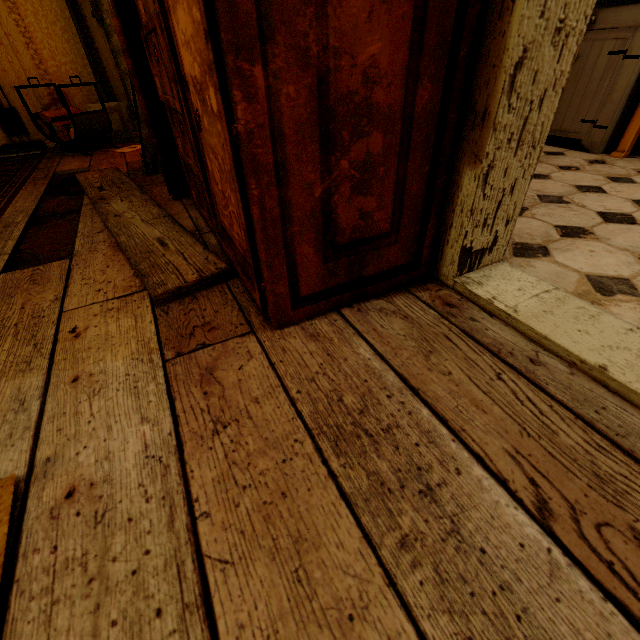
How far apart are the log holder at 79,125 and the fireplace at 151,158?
0.3 meters

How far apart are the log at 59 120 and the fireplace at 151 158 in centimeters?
24cm

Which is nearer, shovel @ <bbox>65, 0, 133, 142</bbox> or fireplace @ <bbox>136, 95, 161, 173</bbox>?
fireplace @ <bbox>136, 95, 161, 173</bbox>

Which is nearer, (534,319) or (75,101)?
(534,319)

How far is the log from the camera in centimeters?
274cm

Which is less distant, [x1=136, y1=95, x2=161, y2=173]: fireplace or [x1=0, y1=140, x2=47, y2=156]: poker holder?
[x1=136, y1=95, x2=161, y2=173]: fireplace

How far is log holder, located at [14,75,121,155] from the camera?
2.6 meters

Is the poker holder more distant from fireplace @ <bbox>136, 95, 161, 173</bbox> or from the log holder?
fireplace @ <bbox>136, 95, 161, 173</bbox>
